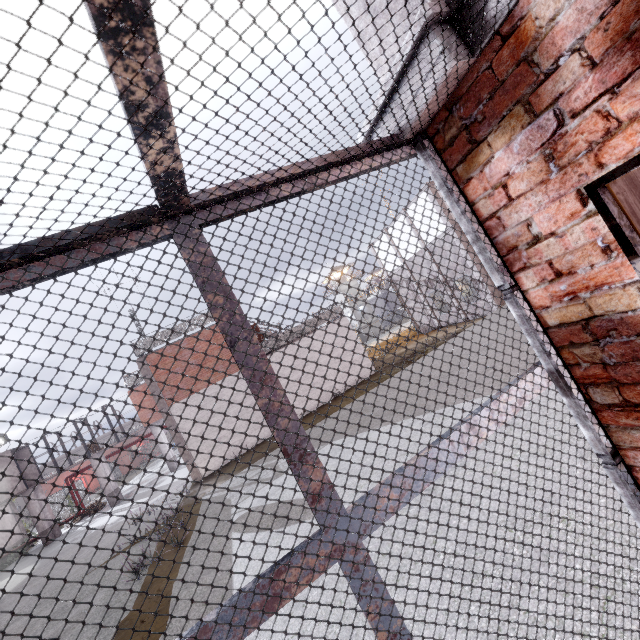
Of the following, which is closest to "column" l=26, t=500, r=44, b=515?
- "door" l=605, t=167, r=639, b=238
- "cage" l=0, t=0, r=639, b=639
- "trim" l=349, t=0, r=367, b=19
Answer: "cage" l=0, t=0, r=639, b=639

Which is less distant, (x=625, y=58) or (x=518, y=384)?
(x=625, y=58)

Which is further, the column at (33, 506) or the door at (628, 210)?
the column at (33, 506)

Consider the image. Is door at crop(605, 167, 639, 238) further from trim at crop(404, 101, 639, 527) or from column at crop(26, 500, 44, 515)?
column at crop(26, 500, 44, 515)

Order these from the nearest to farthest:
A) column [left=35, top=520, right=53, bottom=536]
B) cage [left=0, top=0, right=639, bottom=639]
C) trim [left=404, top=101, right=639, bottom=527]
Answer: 1. cage [left=0, top=0, right=639, bottom=639]
2. trim [left=404, top=101, right=639, bottom=527]
3. column [left=35, top=520, right=53, bottom=536]

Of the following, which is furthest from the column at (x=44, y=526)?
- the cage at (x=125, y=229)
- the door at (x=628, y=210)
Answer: the door at (x=628, y=210)

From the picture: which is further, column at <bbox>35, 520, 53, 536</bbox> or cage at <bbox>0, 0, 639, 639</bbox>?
column at <bbox>35, 520, 53, 536</bbox>
